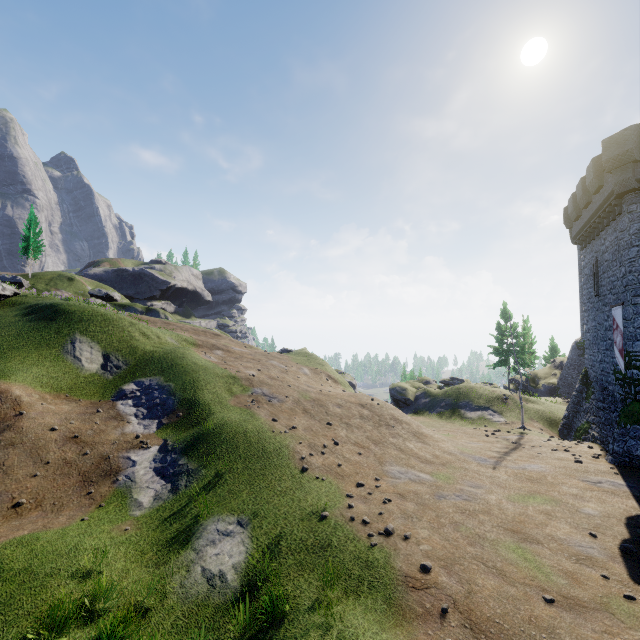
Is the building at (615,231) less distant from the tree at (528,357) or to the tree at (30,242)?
the tree at (528,357)

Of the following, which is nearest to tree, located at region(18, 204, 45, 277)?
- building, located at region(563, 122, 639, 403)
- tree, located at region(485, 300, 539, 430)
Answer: tree, located at region(485, 300, 539, 430)

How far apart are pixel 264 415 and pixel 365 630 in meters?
11.4 m

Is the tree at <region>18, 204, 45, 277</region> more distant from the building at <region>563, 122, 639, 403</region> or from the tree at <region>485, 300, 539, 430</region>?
the building at <region>563, 122, 639, 403</region>

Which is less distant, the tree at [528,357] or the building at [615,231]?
the building at [615,231]

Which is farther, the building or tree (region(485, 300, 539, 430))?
tree (region(485, 300, 539, 430))
